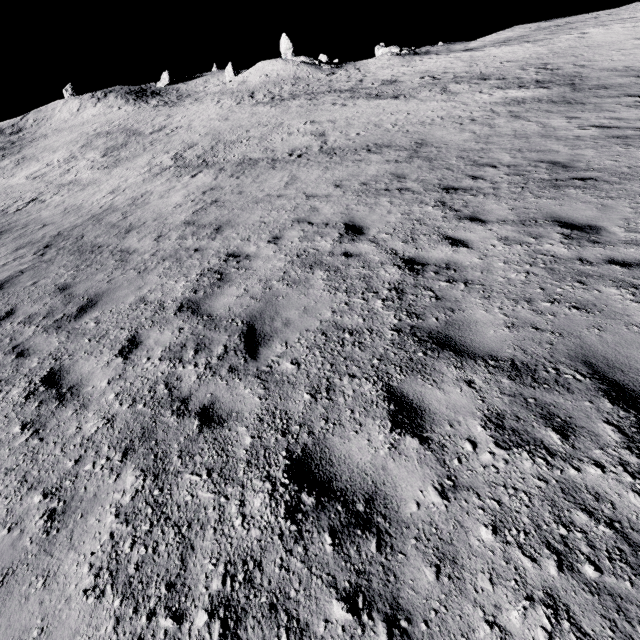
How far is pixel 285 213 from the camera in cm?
925
